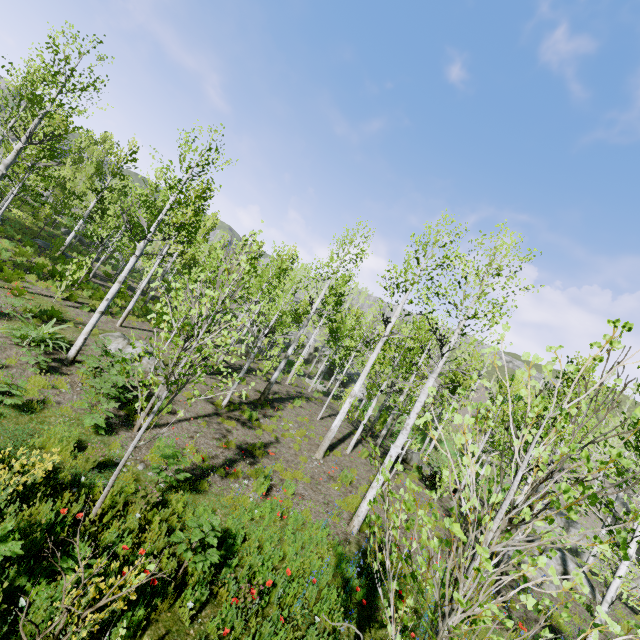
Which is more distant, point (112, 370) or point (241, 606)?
point (112, 370)

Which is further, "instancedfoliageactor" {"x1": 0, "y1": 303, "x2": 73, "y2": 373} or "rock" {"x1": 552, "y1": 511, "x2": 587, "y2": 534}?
"rock" {"x1": 552, "y1": 511, "x2": 587, "y2": 534}

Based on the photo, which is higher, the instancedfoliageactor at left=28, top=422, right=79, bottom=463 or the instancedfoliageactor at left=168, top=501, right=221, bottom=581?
the instancedfoliageactor at left=168, top=501, right=221, bottom=581

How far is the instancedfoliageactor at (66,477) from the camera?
5.3 meters

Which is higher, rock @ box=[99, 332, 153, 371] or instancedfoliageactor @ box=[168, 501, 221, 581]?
instancedfoliageactor @ box=[168, 501, 221, 581]

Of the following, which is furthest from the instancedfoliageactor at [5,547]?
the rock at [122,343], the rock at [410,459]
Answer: the rock at [410,459]

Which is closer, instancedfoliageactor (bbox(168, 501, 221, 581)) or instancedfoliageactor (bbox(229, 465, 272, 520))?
instancedfoliageactor (bbox(168, 501, 221, 581))
